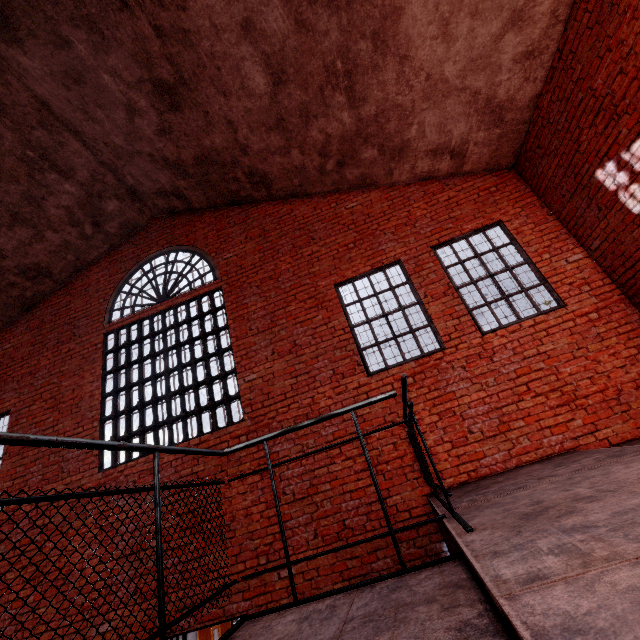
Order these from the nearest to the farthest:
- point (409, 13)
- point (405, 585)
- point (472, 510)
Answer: point (405, 585), point (472, 510), point (409, 13)

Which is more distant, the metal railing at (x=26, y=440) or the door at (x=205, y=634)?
the door at (x=205, y=634)

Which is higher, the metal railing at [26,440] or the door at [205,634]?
the metal railing at [26,440]

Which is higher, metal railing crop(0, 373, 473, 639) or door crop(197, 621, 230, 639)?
metal railing crop(0, 373, 473, 639)

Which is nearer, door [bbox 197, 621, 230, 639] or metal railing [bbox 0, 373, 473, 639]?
metal railing [bbox 0, 373, 473, 639]
